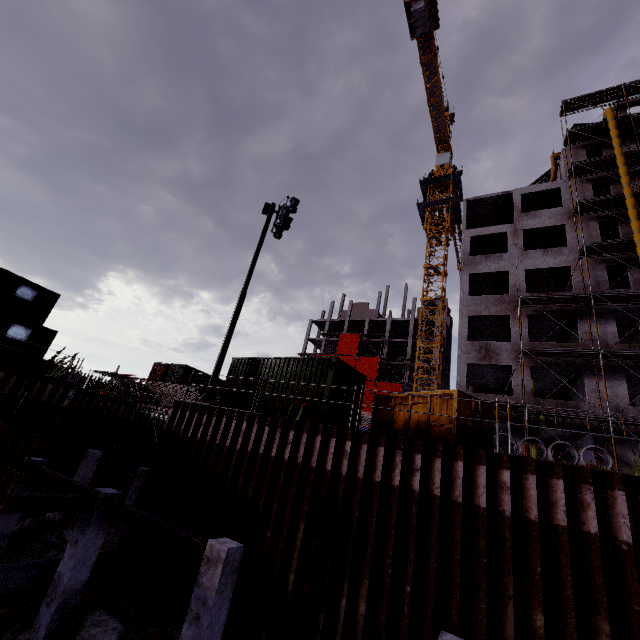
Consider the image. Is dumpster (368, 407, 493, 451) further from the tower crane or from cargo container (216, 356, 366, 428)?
the tower crane

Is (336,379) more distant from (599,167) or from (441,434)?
(599,167)

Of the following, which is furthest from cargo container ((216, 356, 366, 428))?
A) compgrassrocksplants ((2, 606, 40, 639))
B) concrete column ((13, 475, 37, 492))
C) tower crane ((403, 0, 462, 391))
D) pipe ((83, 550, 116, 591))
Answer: tower crane ((403, 0, 462, 391))

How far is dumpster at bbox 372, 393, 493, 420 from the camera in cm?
948

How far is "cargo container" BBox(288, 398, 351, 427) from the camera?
11.3 meters

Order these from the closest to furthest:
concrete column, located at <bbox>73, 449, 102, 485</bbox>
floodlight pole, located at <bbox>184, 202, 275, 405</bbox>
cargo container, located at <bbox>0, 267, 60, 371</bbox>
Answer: floodlight pole, located at <bbox>184, 202, 275, 405</bbox> < cargo container, located at <bbox>0, 267, 60, 371</bbox> < concrete column, located at <bbox>73, 449, 102, 485</bbox>

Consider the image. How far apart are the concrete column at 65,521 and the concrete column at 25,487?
6.2m

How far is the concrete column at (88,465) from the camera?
17.8 meters
